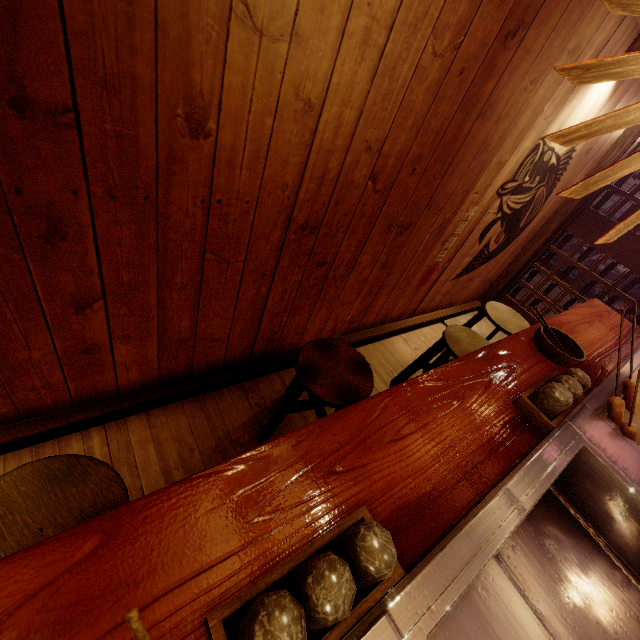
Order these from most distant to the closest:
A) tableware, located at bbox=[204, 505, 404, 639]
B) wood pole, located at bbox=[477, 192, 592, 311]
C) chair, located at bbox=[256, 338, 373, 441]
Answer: wood pole, located at bbox=[477, 192, 592, 311]
chair, located at bbox=[256, 338, 373, 441]
tableware, located at bbox=[204, 505, 404, 639]

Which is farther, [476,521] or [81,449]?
[81,449]

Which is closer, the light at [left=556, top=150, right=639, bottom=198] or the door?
the light at [left=556, top=150, right=639, bottom=198]

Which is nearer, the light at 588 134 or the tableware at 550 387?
the light at 588 134

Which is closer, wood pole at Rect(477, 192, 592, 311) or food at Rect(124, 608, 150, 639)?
food at Rect(124, 608, 150, 639)

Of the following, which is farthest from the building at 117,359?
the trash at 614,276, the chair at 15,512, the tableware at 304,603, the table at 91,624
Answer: the trash at 614,276

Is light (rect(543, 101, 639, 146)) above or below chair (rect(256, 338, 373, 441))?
above

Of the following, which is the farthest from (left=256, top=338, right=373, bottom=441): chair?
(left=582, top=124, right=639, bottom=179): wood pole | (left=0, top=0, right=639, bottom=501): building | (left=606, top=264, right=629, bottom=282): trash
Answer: (left=606, top=264, right=629, bottom=282): trash
